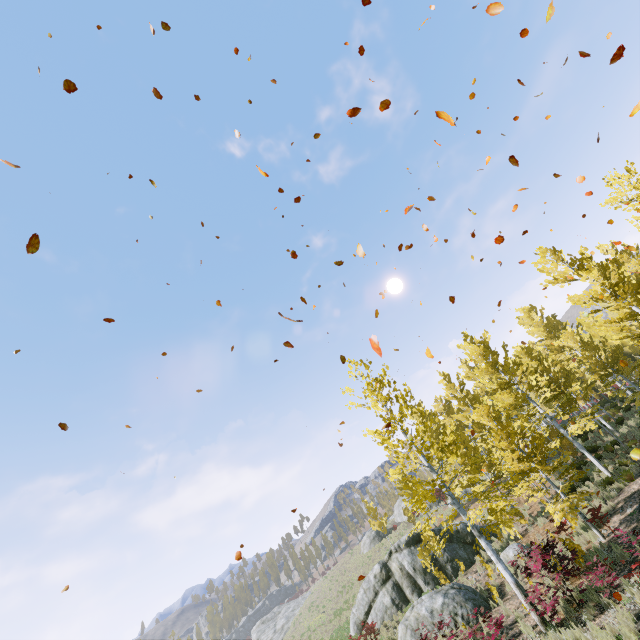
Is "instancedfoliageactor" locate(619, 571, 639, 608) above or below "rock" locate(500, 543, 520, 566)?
below

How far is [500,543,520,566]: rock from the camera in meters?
15.8 m

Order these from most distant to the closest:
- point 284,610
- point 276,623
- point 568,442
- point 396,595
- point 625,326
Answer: point 284,610, point 276,623, point 568,442, point 396,595, point 625,326

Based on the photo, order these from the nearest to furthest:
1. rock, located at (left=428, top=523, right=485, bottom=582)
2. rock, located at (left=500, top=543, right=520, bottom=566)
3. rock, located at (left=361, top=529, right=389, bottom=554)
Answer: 1. rock, located at (left=500, top=543, right=520, bottom=566)
2. rock, located at (left=428, top=523, right=485, bottom=582)
3. rock, located at (left=361, top=529, right=389, bottom=554)

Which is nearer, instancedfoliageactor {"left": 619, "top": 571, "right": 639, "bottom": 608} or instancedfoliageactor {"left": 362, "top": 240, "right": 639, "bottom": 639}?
instancedfoliageactor {"left": 619, "top": 571, "right": 639, "bottom": 608}

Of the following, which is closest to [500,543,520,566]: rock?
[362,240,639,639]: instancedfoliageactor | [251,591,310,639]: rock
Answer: [362,240,639,639]: instancedfoliageactor

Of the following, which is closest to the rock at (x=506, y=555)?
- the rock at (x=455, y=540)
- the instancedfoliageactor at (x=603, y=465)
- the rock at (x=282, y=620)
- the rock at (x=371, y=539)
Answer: the rock at (x=455, y=540)

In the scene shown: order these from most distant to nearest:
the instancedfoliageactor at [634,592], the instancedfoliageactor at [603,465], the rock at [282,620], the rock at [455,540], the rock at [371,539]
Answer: the rock at [282,620]
the rock at [371,539]
the rock at [455,540]
the instancedfoliageactor at [603,465]
the instancedfoliageactor at [634,592]
